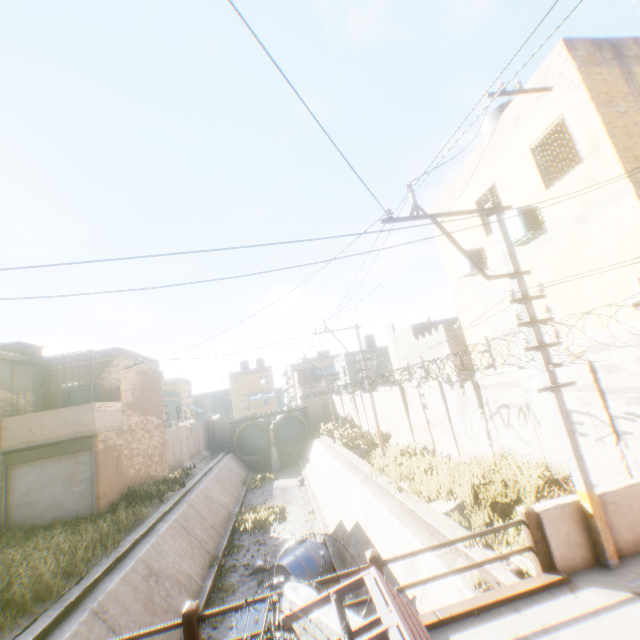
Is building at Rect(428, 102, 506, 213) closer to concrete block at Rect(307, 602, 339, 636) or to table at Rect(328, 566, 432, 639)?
concrete block at Rect(307, 602, 339, 636)

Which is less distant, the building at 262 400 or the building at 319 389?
the building at 319 389

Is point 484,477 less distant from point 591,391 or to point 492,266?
point 591,391

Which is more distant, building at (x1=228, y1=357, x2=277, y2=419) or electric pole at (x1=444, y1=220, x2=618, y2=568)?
building at (x1=228, y1=357, x2=277, y2=419)

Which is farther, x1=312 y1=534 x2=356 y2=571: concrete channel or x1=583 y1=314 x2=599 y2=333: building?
x1=312 y1=534 x2=356 y2=571: concrete channel

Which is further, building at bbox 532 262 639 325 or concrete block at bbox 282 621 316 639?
building at bbox 532 262 639 325

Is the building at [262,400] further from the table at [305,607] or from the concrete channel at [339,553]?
the table at [305,607]

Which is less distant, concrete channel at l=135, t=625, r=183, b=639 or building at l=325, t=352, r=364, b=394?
concrete channel at l=135, t=625, r=183, b=639
